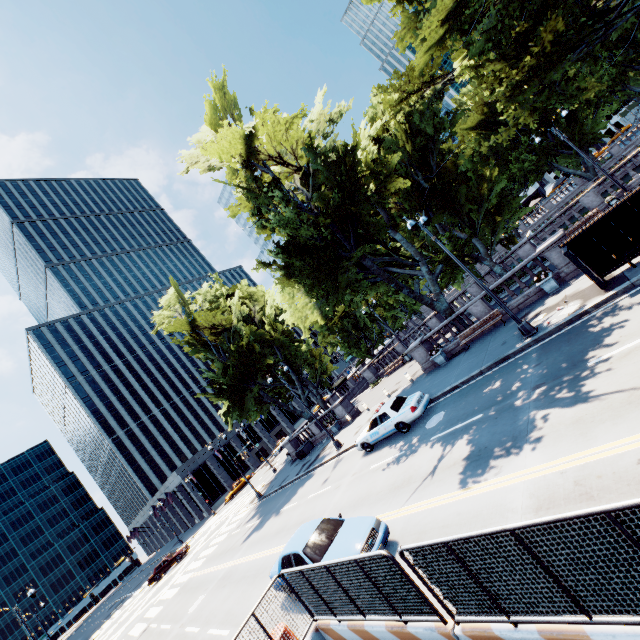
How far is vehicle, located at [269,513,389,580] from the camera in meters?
8.7

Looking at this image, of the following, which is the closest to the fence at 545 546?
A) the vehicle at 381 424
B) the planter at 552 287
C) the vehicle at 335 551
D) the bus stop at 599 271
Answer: the vehicle at 335 551

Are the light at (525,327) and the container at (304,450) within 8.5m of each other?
no

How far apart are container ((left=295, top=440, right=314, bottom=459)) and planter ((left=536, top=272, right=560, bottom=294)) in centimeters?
2465cm

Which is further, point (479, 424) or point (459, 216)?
point (459, 216)

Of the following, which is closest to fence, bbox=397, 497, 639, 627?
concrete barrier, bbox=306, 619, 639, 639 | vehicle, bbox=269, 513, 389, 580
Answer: concrete barrier, bbox=306, 619, 639, 639

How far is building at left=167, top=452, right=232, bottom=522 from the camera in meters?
56.1

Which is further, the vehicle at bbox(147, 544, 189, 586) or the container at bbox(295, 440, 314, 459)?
the vehicle at bbox(147, 544, 189, 586)
